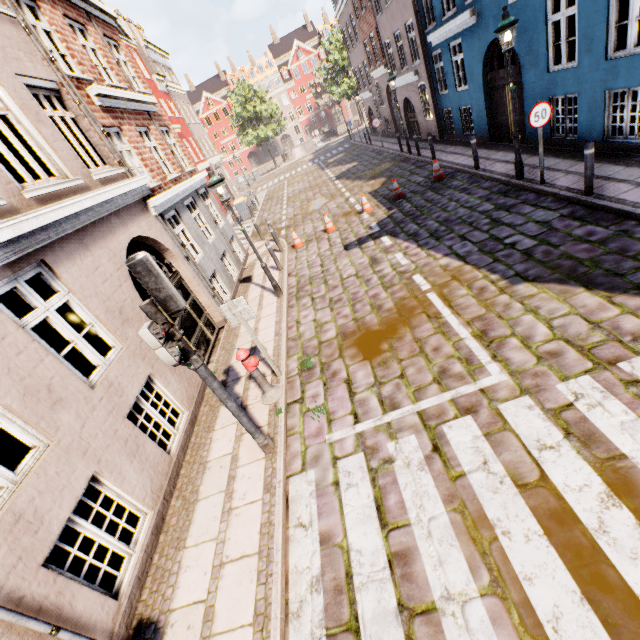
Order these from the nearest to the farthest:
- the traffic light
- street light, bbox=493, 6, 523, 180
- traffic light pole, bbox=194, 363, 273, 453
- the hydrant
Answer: the traffic light → traffic light pole, bbox=194, 363, 273, 453 → the hydrant → street light, bbox=493, 6, 523, 180

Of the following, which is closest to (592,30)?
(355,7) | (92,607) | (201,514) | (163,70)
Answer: (201,514)

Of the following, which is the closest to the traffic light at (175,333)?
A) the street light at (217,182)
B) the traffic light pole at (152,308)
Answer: the traffic light pole at (152,308)

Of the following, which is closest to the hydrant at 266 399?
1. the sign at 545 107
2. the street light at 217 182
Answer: the street light at 217 182

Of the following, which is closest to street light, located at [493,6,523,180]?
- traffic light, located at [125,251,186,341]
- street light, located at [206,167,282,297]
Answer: street light, located at [206,167,282,297]

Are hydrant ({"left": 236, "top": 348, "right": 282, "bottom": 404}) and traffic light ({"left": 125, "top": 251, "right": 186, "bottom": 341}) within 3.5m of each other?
yes

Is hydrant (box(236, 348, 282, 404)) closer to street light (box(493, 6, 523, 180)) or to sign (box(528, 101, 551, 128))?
sign (box(528, 101, 551, 128))

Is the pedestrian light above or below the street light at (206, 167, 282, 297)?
below
